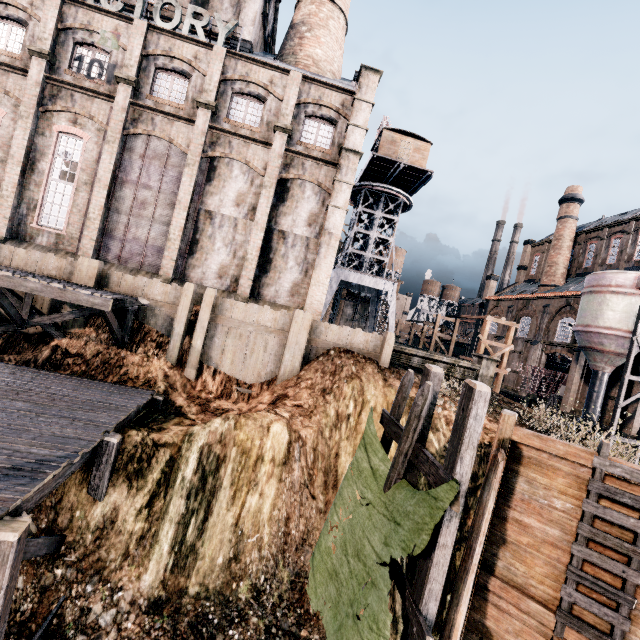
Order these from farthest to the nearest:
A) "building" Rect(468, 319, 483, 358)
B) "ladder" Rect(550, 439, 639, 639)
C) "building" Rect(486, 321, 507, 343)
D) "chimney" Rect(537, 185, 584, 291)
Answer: "building" Rect(468, 319, 483, 358) → "building" Rect(486, 321, 507, 343) → "chimney" Rect(537, 185, 584, 291) → "ladder" Rect(550, 439, 639, 639)

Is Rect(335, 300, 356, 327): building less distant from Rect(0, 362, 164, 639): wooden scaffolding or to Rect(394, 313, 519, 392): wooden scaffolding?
Rect(0, 362, 164, 639): wooden scaffolding

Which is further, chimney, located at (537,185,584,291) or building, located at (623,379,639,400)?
chimney, located at (537,185,584,291)

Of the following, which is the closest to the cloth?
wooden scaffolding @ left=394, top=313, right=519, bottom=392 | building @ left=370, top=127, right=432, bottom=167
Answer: wooden scaffolding @ left=394, top=313, right=519, bottom=392

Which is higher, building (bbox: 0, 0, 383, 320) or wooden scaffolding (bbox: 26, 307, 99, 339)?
building (bbox: 0, 0, 383, 320)

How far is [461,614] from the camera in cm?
769

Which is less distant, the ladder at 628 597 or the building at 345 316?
the ladder at 628 597

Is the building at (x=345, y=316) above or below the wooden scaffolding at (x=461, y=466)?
above
